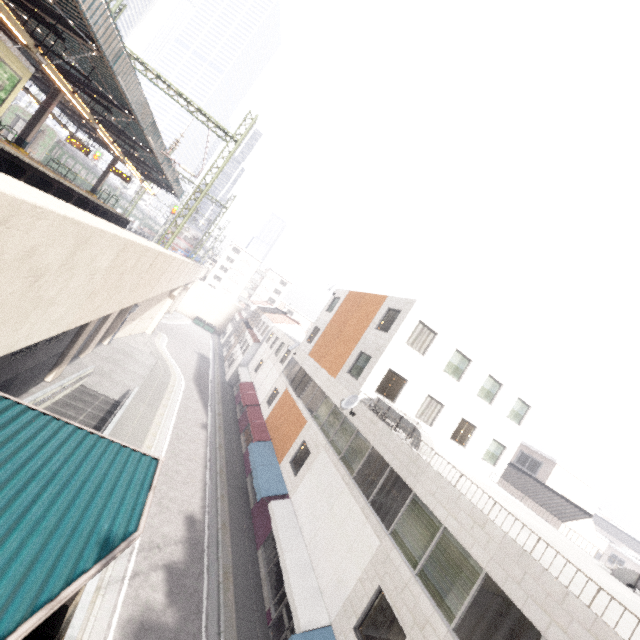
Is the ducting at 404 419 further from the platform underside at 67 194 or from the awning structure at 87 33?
the platform underside at 67 194

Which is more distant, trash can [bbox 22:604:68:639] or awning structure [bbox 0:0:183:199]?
awning structure [bbox 0:0:183:199]

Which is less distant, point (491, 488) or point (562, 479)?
point (491, 488)

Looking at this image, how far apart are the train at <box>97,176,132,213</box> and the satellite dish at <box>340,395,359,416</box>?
51.9 meters

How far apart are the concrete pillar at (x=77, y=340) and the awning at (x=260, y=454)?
11.9m

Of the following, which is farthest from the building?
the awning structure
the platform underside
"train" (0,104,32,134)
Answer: "train" (0,104,32,134)

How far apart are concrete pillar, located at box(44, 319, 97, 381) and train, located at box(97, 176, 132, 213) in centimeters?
3861cm

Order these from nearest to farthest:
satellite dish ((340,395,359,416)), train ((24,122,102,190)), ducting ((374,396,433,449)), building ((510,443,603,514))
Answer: ducting ((374,396,433,449)), satellite dish ((340,395,359,416)), train ((24,122,102,190)), building ((510,443,603,514))
